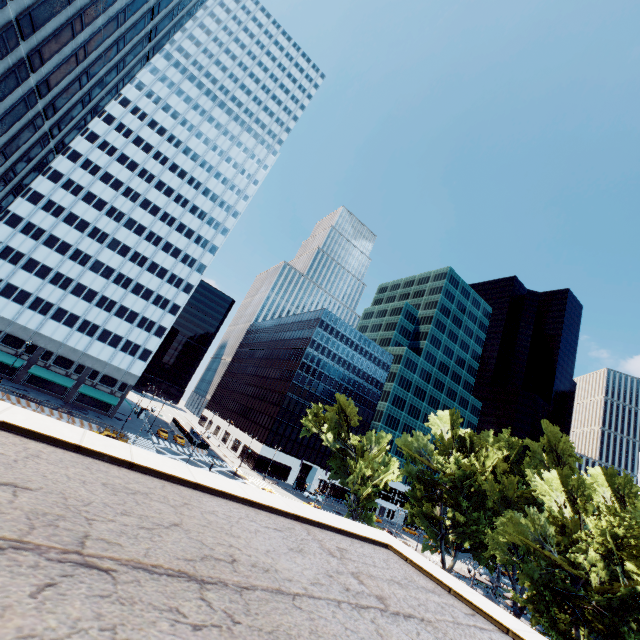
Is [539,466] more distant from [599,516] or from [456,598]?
[456,598]

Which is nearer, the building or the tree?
the building

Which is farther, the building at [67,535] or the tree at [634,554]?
the tree at [634,554]
